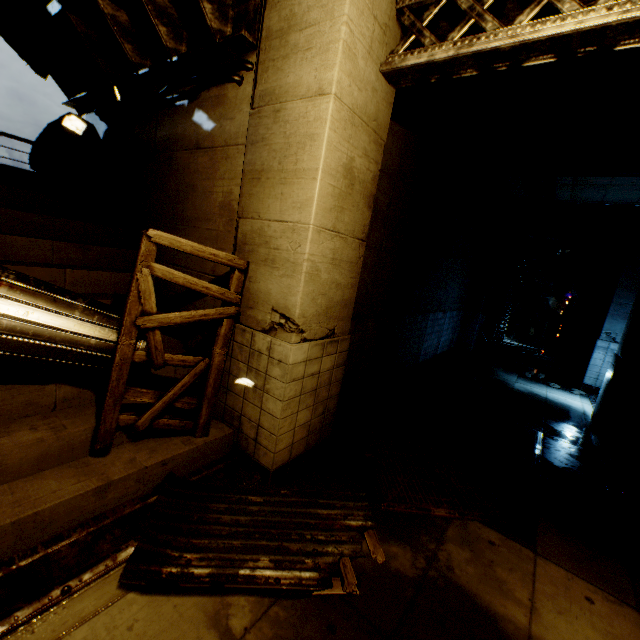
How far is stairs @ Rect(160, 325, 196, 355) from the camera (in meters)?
4.82

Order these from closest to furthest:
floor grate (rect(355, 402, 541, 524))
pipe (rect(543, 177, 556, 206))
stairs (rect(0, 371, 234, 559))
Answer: stairs (rect(0, 371, 234, 559))
floor grate (rect(355, 402, 541, 524))
pipe (rect(543, 177, 556, 206))

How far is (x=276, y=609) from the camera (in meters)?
2.60

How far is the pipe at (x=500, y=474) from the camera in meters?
4.8 m

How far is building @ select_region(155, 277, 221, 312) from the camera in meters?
4.7 m

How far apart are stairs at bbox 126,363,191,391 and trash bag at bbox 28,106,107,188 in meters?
3.6

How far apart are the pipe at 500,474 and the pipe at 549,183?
6.3m
